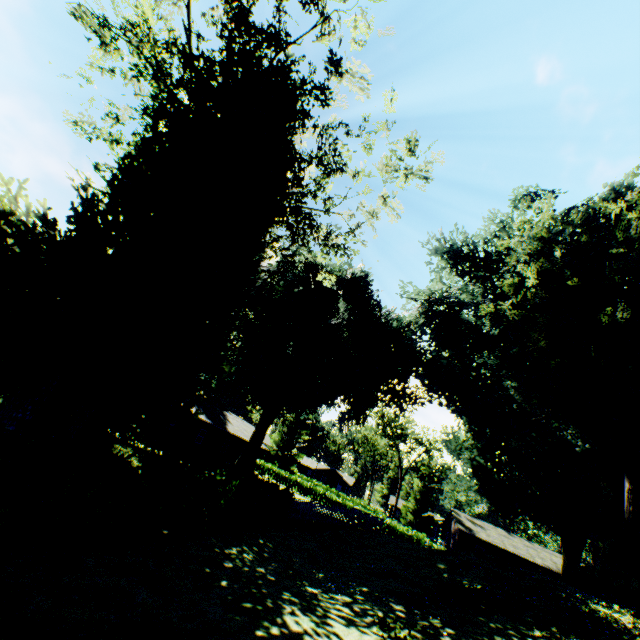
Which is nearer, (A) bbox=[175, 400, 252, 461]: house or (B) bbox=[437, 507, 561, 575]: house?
(A) bbox=[175, 400, 252, 461]: house

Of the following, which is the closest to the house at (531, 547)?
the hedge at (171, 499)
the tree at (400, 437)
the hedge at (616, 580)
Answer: the tree at (400, 437)

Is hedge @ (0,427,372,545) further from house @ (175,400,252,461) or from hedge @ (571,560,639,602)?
hedge @ (571,560,639,602)

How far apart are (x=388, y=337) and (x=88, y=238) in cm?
2866

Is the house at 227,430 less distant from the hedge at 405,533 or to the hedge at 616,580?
the hedge at 405,533

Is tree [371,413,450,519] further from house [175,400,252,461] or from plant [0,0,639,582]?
house [175,400,252,461]

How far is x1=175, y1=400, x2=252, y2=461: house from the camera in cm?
3525

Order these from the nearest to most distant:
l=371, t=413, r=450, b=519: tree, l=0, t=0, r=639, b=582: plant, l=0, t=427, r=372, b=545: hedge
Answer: l=0, t=427, r=372, b=545: hedge
l=0, t=0, r=639, b=582: plant
l=371, t=413, r=450, b=519: tree
